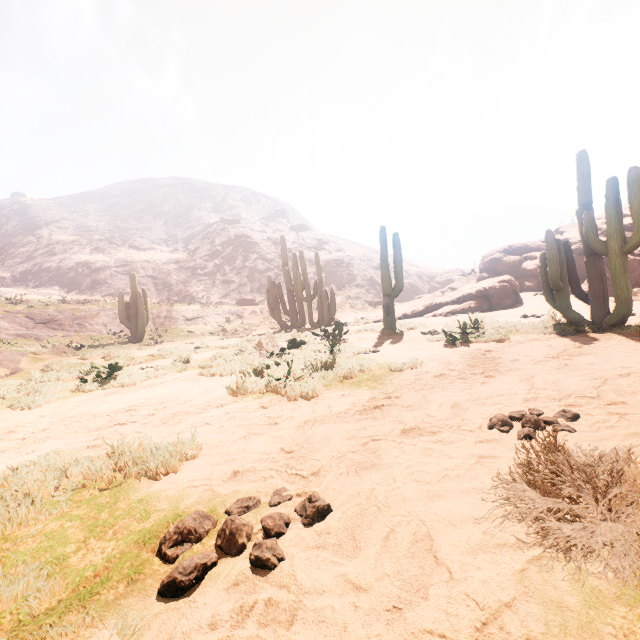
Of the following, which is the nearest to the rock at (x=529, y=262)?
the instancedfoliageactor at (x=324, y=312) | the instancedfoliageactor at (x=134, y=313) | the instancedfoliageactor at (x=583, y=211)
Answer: the instancedfoliageactor at (x=583, y=211)

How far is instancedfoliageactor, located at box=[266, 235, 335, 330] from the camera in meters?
16.0 m

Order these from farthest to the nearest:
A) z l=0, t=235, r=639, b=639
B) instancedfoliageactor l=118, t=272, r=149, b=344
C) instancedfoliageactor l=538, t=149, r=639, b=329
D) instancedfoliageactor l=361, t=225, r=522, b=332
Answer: instancedfoliageactor l=118, t=272, r=149, b=344 < instancedfoliageactor l=361, t=225, r=522, b=332 < instancedfoliageactor l=538, t=149, r=639, b=329 < z l=0, t=235, r=639, b=639

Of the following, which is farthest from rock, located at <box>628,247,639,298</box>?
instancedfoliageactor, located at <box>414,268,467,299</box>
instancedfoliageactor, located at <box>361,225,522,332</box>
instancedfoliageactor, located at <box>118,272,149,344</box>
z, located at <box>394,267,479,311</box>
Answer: z, located at <box>394,267,479,311</box>

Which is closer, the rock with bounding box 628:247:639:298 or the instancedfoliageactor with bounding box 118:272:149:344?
the rock with bounding box 628:247:639:298

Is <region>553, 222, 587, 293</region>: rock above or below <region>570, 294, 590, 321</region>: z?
above

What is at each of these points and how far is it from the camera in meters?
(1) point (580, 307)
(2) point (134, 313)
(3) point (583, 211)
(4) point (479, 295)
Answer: (1) z, 11.6 m
(2) instancedfoliageactor, 18.6 m
(3) instancedfoliageactor, 7.1 m
(4) instancedfoliageactor, 14.9 m

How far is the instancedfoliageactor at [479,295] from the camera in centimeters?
1054cm
